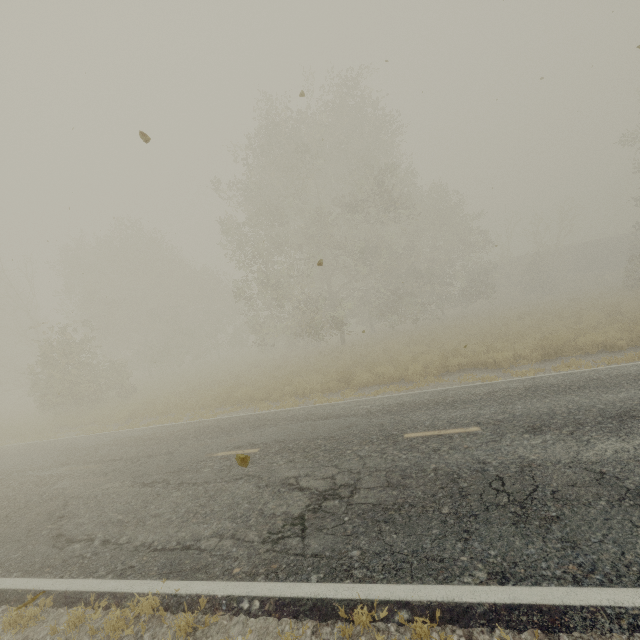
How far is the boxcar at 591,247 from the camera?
39.3 meters

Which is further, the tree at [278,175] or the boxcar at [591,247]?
the boxcar at [591,247]

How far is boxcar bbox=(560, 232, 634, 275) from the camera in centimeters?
3934cm

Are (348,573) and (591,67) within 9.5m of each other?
yes

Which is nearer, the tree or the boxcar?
the tree
